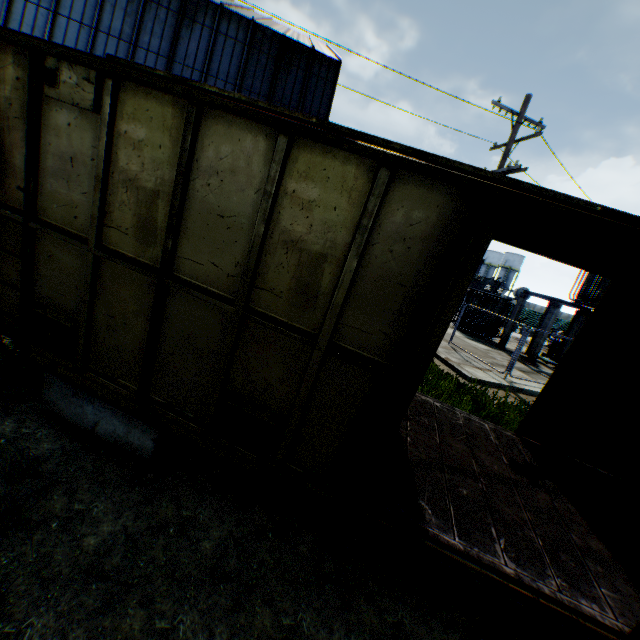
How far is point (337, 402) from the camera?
3.0 meters

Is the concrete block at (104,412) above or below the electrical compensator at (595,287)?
below

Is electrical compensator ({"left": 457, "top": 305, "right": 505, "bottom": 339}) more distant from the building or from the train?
the train

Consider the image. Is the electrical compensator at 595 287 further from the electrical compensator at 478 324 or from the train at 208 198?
the train at 208 198

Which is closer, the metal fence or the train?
the train

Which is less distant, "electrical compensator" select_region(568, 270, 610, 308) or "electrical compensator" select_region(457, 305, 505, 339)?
"electrical compensator" select_region(568, 270, 610, 308)

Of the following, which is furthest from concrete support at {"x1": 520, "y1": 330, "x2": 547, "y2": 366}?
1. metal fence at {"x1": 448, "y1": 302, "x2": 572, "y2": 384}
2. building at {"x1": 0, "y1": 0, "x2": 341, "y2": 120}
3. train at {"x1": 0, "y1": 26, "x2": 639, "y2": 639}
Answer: building at {"x1": 0, "y1": 0, "x2": 341, "y2": 120}

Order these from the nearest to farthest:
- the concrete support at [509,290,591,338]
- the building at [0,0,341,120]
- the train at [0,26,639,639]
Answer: the train at [0,26,639,639] → the building at [0,0,341,120] → the concrete support at [509,290,591,338]
